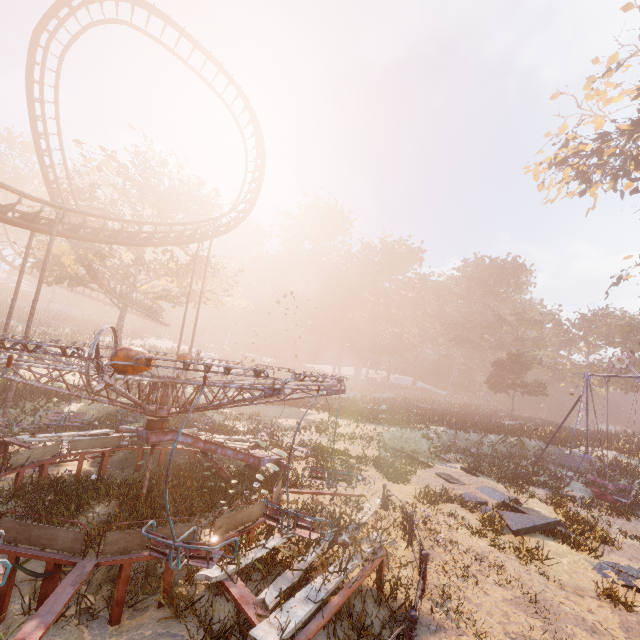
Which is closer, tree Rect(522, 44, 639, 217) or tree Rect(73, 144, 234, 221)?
tree Rect(522, 44, 639, 217)

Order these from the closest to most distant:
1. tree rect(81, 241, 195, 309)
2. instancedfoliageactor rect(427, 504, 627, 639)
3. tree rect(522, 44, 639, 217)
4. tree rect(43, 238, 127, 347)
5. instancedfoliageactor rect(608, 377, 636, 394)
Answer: instancedfoliageactor rect(427, 504, 627, 639) < tree rect(522, 44, 639, 217) < tree rect(43, 238, 127, 347) < tree rect(81, 241, 195, 309) < instancedfoliageactor rect(608, 377, 636, 394)

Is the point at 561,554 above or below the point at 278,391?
below

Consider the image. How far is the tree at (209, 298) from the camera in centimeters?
2877cm

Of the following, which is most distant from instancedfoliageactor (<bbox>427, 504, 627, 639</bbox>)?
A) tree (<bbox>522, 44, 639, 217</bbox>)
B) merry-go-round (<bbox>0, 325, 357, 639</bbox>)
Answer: tree (<bbox>522, 44, 639, 217</bbox>)

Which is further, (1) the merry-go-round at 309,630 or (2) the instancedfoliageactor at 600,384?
(2) the instancedfoliageactor at 600,384

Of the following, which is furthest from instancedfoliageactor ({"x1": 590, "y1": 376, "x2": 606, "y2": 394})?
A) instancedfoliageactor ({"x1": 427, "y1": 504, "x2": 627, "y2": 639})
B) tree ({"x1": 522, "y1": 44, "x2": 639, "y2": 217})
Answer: instancedfoliageactor ({"x1": 427, "y1": 504, "x2": 627, "y2": 639})

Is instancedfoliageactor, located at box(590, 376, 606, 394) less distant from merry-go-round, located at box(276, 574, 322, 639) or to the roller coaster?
merry-go-round, located at box(276, 574, 322, 639)
